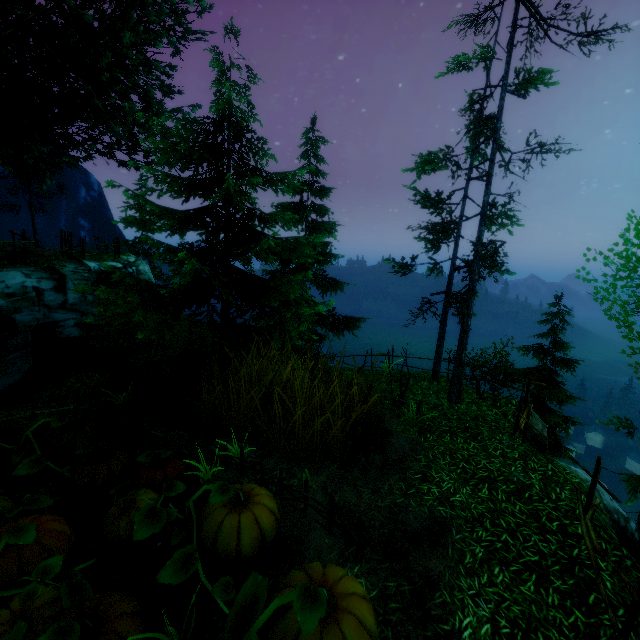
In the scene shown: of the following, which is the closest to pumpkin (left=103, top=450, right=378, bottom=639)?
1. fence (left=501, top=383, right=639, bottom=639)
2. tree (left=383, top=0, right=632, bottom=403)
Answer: fence (left=501, top=383, right=639, bottom=639)

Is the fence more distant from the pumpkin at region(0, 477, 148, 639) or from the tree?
the pumpkin at region(0, 477, 148, 639)

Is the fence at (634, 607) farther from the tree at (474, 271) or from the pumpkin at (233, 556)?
the pumpkin at (233, 556)

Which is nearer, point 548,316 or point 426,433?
point 426,433
